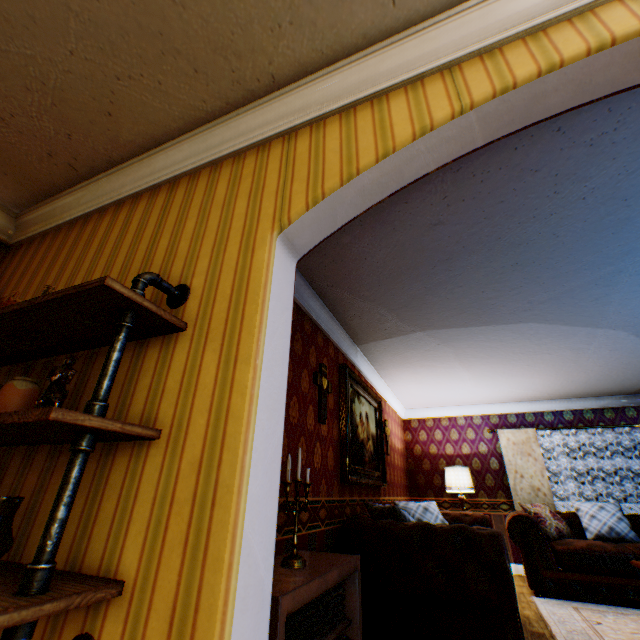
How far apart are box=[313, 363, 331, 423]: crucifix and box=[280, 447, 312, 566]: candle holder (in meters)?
0.94

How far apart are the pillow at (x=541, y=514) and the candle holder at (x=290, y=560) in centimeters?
544cm

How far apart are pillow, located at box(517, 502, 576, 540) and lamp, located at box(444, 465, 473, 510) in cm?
77

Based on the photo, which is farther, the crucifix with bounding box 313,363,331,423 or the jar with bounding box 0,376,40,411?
the crucifix with bounding box 313,363,331,423

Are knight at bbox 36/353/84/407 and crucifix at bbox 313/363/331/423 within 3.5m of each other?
yes

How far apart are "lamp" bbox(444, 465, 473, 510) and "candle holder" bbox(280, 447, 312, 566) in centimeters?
504cm

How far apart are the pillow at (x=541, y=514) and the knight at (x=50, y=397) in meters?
7.1 m

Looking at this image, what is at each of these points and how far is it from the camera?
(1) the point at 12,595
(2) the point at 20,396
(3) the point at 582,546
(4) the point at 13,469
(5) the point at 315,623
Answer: (1) shelf, 0.8m
(2) jar, 1.3m
(3) counch, 4.8m
(4) building, 1.4m
(5) heater, 1.8m
